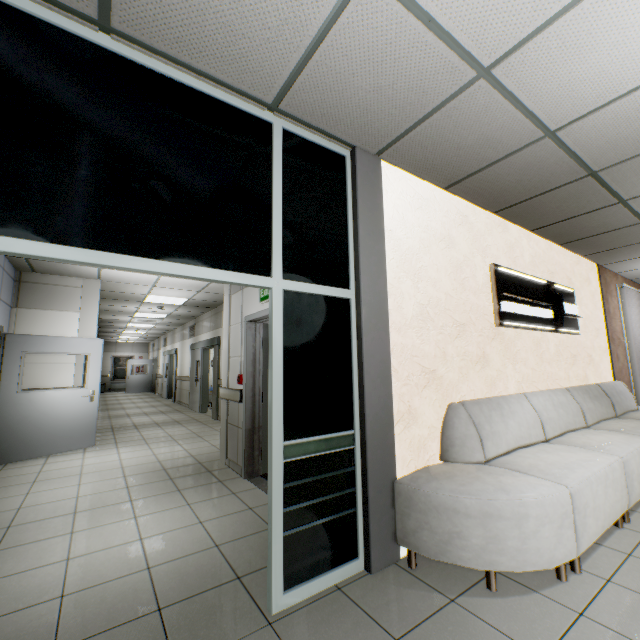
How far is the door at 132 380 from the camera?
19.8m

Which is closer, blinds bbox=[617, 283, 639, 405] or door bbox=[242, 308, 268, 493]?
door bbox=[242, 308, 268, 493]

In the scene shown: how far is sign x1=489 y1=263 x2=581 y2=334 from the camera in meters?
3.7 m

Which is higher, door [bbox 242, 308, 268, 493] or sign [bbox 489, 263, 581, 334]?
sign [bbox 489, 263, 581, 334]

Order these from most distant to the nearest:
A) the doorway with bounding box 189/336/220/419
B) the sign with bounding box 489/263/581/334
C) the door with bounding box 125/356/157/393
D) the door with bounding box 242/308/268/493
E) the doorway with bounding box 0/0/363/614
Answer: the door with bounding box 125/356/157/393 < the doorway with bounding box 189/336/220/419 < the door with bounding box 242/308/268/493 < the sign with bounding box 489/263/581/334 < the doorway with bounding box 0/0/363/614

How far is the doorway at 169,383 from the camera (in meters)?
14.09

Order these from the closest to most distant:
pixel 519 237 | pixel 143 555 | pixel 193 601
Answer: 1. pixel 193 601
2. pixel 143 555
3. pixel 519 237

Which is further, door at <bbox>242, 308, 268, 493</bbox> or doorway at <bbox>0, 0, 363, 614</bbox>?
door at <bbox>242, 308, 268, 493</bbox>
